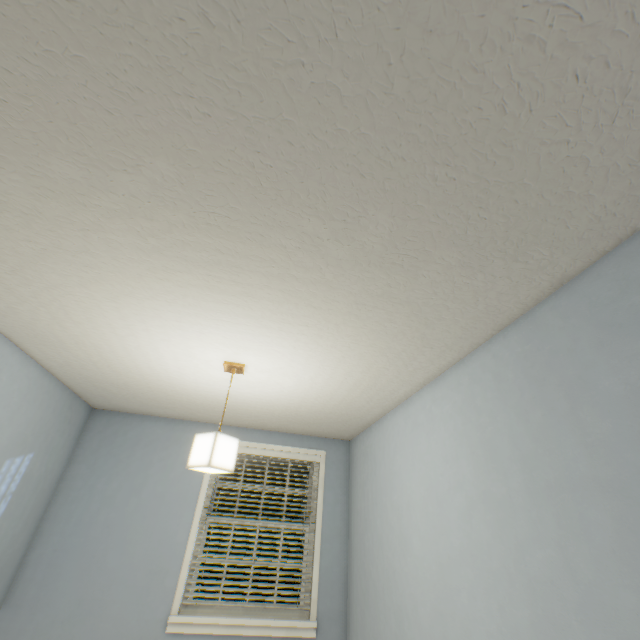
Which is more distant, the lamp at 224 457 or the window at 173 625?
the window at 173 625

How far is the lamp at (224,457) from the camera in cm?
188

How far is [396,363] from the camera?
2.10m

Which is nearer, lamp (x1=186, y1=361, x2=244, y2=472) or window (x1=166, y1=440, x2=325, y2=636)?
lamp (x1=186, y1=361, x2=244, y2=472)

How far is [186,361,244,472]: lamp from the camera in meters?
1.9 m

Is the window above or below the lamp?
below
